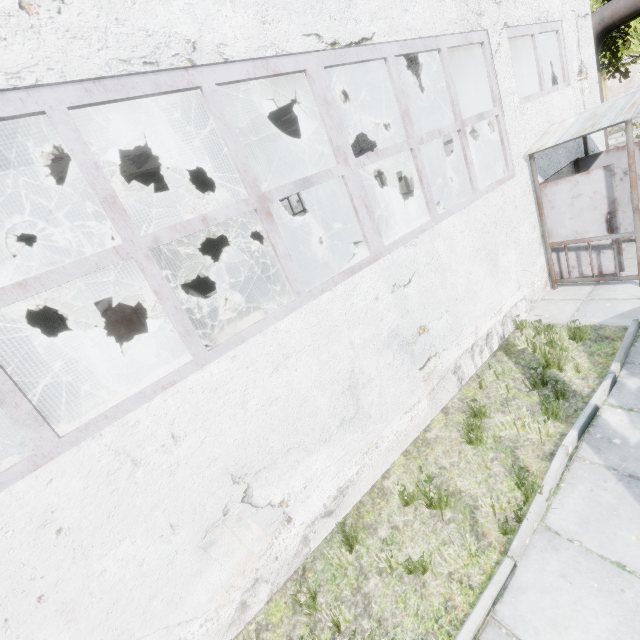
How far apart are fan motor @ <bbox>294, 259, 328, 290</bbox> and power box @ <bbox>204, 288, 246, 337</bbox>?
2.08m

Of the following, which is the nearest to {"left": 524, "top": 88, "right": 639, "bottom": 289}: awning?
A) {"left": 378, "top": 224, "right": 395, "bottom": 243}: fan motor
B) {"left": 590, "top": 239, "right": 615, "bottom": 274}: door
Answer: {"left": 590, "top": 239, "right": 615, "bottom": 274}: door

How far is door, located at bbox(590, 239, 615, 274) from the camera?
6.52m

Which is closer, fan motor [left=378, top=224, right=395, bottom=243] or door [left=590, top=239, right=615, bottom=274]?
door [left=590, top=239, right=615, bottom=274]

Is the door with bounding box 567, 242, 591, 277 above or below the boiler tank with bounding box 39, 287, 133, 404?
below

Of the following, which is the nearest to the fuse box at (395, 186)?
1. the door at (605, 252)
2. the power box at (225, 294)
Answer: the power box at (225, 294)

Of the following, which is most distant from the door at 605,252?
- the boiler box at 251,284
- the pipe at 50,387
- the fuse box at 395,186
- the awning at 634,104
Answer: the fuse box at 395,186

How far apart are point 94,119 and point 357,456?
8.2 meters
